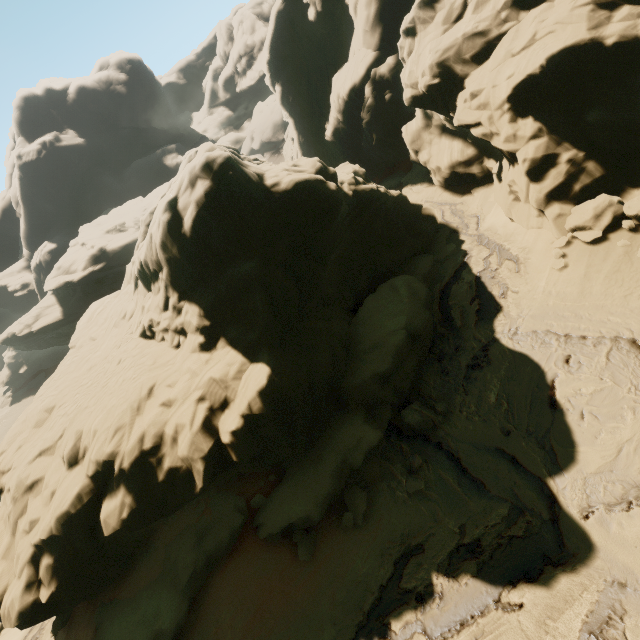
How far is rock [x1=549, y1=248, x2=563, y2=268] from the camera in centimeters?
1291cm

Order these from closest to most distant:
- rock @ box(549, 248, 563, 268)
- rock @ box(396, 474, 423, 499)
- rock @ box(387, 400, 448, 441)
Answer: rock @ box(396, 474, 423, 499)
rock @ box(387, 400, 448, 441)
rock @ box(549, 248, 563, 268)

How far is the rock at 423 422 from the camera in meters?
11.5 m

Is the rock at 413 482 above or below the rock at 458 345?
below

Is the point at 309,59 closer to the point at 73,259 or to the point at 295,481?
the point at 73,259
